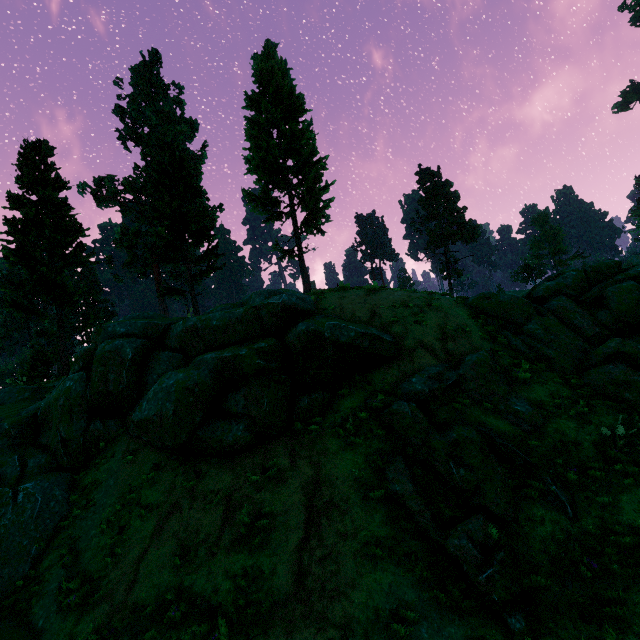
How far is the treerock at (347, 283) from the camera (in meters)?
13.89

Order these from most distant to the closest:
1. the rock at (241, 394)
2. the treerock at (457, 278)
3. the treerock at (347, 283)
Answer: the treerock at (457, 278) < the treerock at (347, 283) < the rock at (241, 394)

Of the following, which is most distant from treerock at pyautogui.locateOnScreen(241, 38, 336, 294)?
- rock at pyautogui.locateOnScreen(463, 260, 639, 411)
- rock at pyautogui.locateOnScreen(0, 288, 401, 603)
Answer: rock at pyautogui.locateOnScreen(463, 260, 639, 411)

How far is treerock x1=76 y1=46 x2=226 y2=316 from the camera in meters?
22.6

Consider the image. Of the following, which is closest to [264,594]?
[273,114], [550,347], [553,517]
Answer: [553,517]

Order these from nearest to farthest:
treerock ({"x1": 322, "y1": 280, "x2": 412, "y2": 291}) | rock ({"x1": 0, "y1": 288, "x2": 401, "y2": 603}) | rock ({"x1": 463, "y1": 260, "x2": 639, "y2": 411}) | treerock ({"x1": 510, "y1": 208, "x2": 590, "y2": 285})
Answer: rock ({"x1": 0, "y1": 288, "x2": 401, "y2": 603}) → rock ({"x1": 463, "y1": 260, "x2": 639, "y2": 411}) → treerock ({"x1": 322, "y1": 280, "x2": 412, "y2": 291}) → treerock ({"x1": 510, "y1": 208, "x2": 590, "y2": 285})
